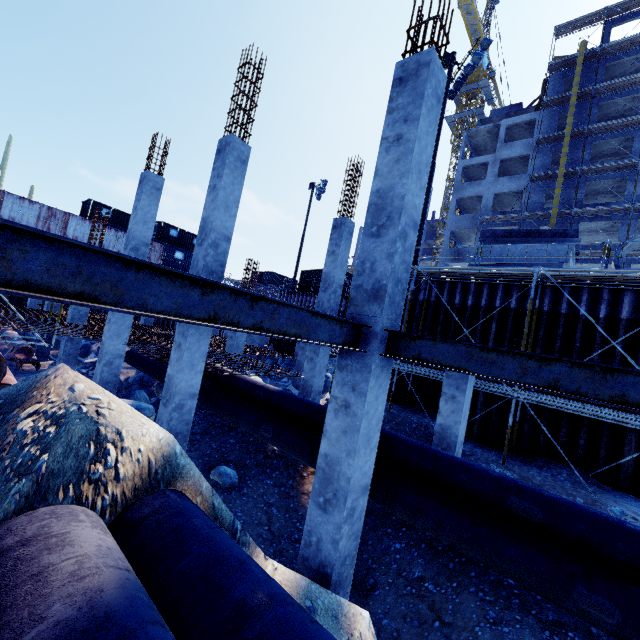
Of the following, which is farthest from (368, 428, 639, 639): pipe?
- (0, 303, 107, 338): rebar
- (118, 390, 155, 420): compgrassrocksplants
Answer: (118, 390, 155, 420): compgrassrocksplants

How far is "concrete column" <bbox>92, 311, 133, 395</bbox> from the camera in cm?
1079

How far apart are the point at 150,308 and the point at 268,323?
1.15m

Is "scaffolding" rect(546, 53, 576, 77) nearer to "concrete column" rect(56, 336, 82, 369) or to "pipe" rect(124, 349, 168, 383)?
"pipe" rect(124, 349, 168, 383)

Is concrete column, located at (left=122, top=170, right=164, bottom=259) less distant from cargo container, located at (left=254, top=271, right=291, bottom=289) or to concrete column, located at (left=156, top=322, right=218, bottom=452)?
concrete column, located at (left=156, top=322, right=218, bottom=452)

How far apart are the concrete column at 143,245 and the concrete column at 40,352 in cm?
935

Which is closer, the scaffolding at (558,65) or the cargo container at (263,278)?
the scaffolding at (558,65)

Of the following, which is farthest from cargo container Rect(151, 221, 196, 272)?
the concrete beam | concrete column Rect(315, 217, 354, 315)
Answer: the concrete beam
